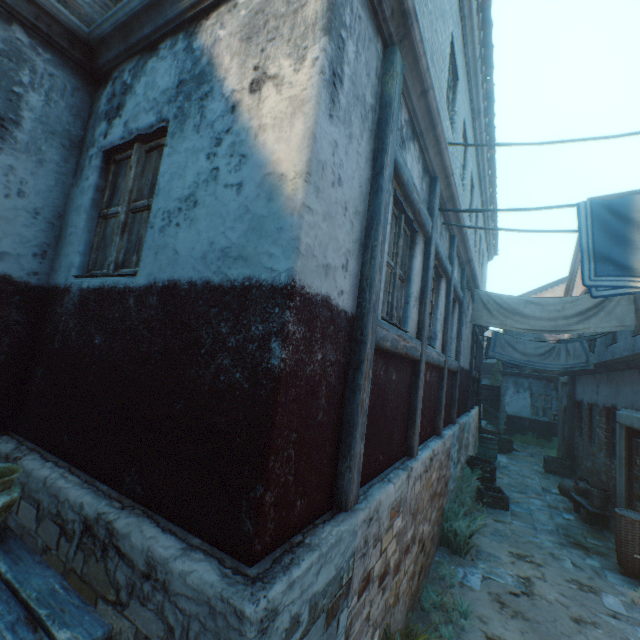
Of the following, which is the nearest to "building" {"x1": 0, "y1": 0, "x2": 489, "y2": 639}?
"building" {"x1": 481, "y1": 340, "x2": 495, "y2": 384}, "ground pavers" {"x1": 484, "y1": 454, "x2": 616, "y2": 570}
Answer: "ground pavers" {"x1": 484, "y1": 454, "x2": 616, "y2": 570}

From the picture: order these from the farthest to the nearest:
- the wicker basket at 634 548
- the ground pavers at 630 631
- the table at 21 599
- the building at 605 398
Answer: the building at 605 398 → the wicker basket at 634 548 → the ground pavers at 630 631 → the table at 21 599

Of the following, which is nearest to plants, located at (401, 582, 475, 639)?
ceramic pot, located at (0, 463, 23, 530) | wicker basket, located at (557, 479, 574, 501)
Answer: ceramic pot, located at (0, 463, 23, 530)

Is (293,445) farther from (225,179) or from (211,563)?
(225,179)

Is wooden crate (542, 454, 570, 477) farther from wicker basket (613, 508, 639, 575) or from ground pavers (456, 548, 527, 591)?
wicker basket (613, 508, 639, 575)

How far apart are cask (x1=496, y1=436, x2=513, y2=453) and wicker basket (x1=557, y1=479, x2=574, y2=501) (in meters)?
5.10

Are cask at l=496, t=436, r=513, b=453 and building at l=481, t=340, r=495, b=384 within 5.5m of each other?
no

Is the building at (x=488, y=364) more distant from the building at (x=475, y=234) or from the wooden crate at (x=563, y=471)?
the wooden crate at (x=563, y=471)
